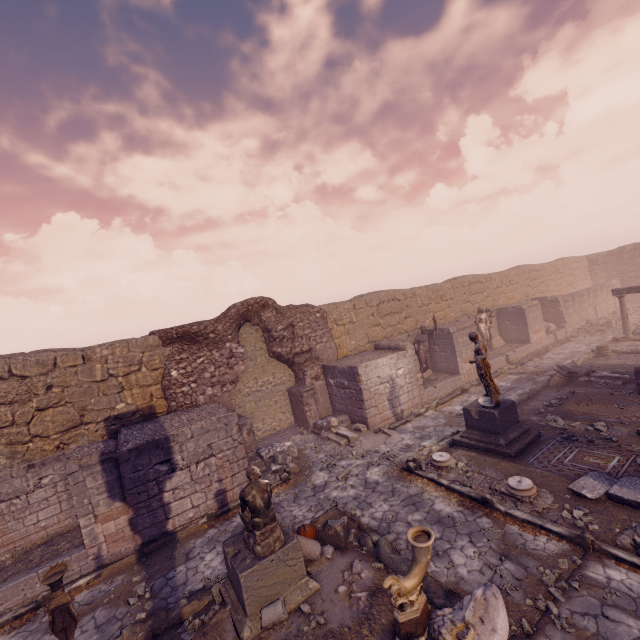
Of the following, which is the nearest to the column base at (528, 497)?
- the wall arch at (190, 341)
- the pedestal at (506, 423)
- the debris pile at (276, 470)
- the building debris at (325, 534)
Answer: the pedestal at (506, 423)

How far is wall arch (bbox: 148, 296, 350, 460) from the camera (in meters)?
11.10

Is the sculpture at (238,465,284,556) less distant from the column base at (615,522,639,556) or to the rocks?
the rocks

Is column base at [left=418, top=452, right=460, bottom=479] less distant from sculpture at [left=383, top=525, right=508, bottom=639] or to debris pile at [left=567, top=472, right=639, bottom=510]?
debris pile at [left=567, top=472, right=639, bottom=510]

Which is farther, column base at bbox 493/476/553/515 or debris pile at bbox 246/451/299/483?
debris pile at bbox 246/451/299/483

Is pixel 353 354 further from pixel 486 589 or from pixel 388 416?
pixel 486 589

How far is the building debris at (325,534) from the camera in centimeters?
638cm

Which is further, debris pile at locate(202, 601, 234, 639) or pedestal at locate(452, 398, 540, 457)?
pedestal at locate(452, 398, 540, 457)
